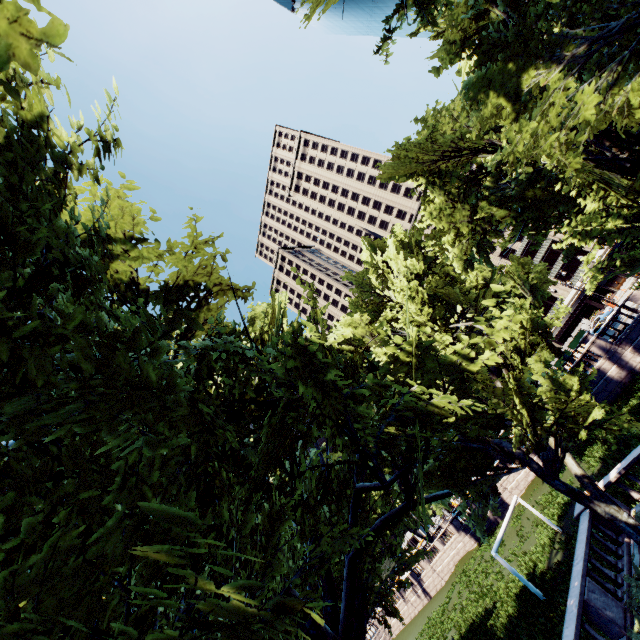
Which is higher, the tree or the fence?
the tree

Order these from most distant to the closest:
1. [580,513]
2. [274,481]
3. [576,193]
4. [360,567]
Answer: [580,513], [576,193], [360,567], [274,481]

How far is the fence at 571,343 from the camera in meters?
52.2 m

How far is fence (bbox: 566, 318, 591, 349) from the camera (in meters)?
52.15

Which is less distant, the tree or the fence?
the tree

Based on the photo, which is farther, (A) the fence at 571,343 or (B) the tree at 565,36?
(A) the fence at 571,343
